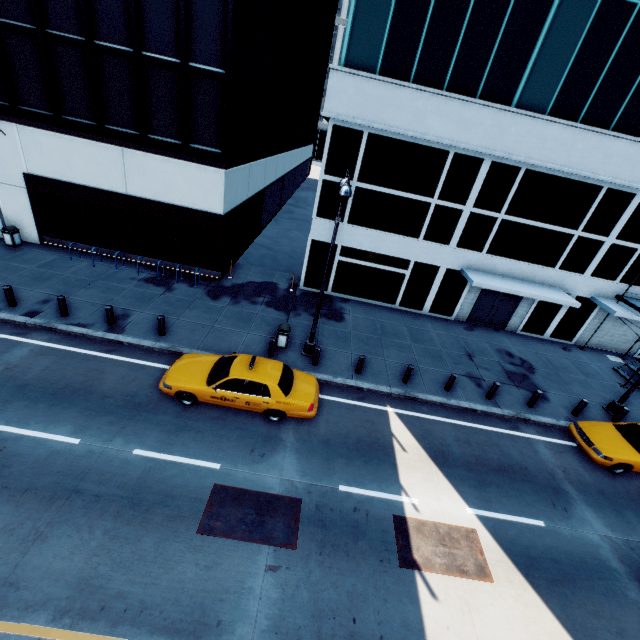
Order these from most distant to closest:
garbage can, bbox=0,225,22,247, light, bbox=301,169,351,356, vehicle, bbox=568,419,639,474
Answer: garbage can, bbox=0,225,22,247 → vehicle, bbox=568,419,639,474 → light, bbox=301,169,351,356

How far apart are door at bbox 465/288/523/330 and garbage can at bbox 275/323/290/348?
12.0 meters

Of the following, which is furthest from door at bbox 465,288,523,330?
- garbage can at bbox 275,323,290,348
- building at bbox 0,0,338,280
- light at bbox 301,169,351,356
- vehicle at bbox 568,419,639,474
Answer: building at bbox 0,0,338,280

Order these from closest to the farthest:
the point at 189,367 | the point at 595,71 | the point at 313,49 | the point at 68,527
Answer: the point at 68,527
the point at 189,367
the point at 595,71
the point at 313,49

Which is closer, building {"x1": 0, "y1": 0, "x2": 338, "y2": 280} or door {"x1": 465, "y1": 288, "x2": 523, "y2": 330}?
building {"x1": 0, "y1": 0, "x2": 338, "y2": 280}

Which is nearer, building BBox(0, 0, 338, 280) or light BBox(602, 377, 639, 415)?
building BBox(0, 0, 338, 280)

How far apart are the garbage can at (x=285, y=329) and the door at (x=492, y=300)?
12.0m

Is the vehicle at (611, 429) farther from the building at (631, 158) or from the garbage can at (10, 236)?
the garbage can at (10, 236)
